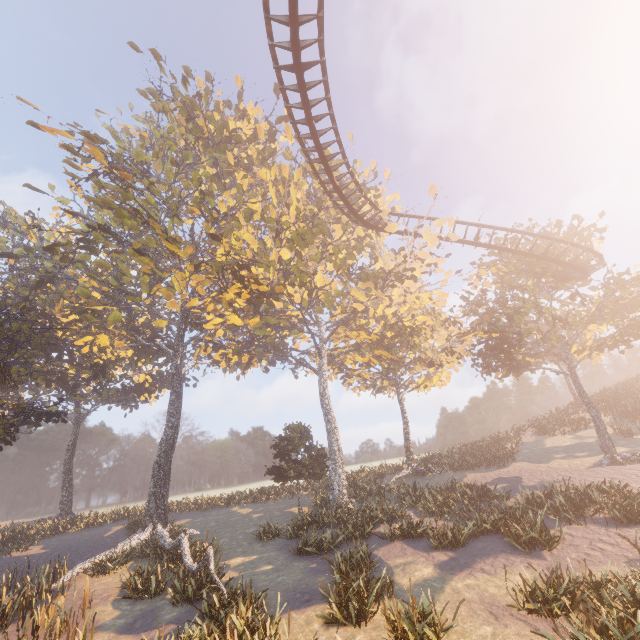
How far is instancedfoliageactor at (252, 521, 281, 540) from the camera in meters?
19.8 m

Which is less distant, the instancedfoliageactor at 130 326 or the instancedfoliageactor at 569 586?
the instancedfoliageactor at 569 586

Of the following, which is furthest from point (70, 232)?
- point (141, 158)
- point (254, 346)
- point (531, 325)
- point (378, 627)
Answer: point (531, 325)

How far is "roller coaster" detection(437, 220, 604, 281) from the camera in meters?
21.9 m

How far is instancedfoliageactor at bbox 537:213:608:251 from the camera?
25.2m

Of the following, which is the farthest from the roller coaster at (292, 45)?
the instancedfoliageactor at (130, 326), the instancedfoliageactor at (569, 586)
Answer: the instancedfoliageactor at (569, 586)

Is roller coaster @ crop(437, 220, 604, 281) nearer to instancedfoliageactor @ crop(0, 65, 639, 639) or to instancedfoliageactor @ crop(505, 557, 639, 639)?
instancedfoliageactor @ crop(0, 65, 639, 639)

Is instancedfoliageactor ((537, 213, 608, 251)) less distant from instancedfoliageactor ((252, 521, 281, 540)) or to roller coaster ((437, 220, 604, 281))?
instancedfoliageactor ((252, 521, 281, 540))
